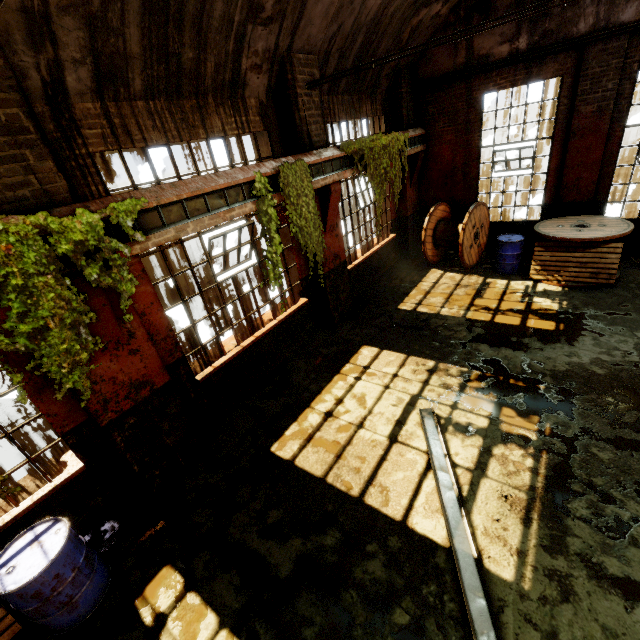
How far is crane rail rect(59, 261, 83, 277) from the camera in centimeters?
325cm

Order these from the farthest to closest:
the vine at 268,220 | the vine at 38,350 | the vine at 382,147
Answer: the vine at 382,147 → the vine at 268,220 → the vine at 38,350

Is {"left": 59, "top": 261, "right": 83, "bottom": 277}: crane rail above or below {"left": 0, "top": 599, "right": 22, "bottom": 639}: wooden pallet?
above

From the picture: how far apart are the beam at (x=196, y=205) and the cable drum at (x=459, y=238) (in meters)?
6.08

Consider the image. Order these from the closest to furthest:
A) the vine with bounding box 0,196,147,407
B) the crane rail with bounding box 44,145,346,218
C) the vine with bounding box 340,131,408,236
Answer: the vine with bounding box 0,196,147,407
the crane rail with bounding box 44,145,346,218
the vine with bounding box 340,131,408,236

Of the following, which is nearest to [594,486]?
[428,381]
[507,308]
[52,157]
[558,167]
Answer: [428,381]

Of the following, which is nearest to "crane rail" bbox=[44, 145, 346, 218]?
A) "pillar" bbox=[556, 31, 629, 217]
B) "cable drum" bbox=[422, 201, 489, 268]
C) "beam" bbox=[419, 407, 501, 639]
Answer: "cable drum" bbox=[422, 201, 489, 268]

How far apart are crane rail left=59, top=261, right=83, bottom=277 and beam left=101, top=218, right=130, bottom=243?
0.0 meters
